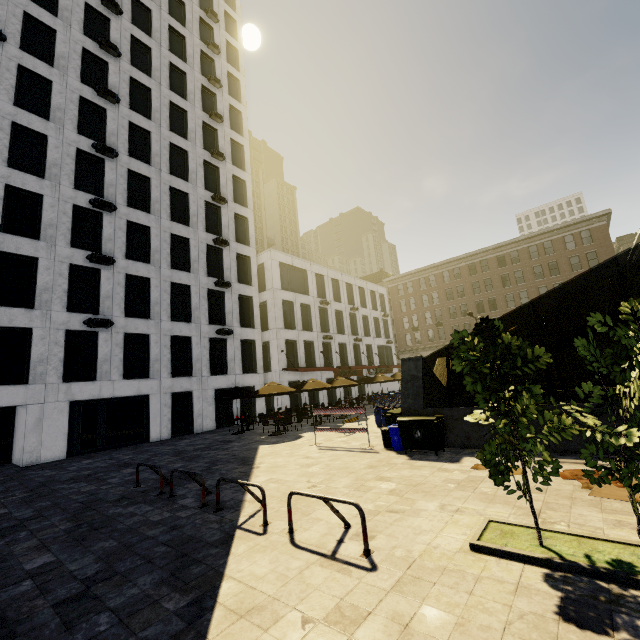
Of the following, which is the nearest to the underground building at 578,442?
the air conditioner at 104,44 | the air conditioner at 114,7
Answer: the air conditioner at 104,44

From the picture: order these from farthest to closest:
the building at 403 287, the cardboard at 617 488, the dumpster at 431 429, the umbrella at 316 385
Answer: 1. the building at 403 287
2. the umbrella at 316 385
3. the dumpster at 431 429
4. the cardboard at 617 488

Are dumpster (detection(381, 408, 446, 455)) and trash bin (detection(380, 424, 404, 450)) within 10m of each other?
yes

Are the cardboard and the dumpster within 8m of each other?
yes

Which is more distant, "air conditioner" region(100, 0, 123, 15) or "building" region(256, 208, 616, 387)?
"building" region(256, 208, 616, 387)

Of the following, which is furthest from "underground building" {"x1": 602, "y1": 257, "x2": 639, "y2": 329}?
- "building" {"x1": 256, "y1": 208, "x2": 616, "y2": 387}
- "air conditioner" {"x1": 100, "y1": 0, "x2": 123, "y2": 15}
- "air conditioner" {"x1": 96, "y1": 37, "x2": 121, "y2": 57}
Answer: "air conditioner" {"x1": 100, "y1": 0, "x2": 123, "y2": 15}

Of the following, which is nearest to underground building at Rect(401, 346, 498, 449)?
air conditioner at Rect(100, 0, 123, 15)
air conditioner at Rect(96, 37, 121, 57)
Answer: air conditioner at Rect(96, 37, 121, 57)

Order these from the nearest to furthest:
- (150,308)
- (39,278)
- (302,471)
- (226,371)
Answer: (302,471)
(39,278)
(150,308)
(226,371)
